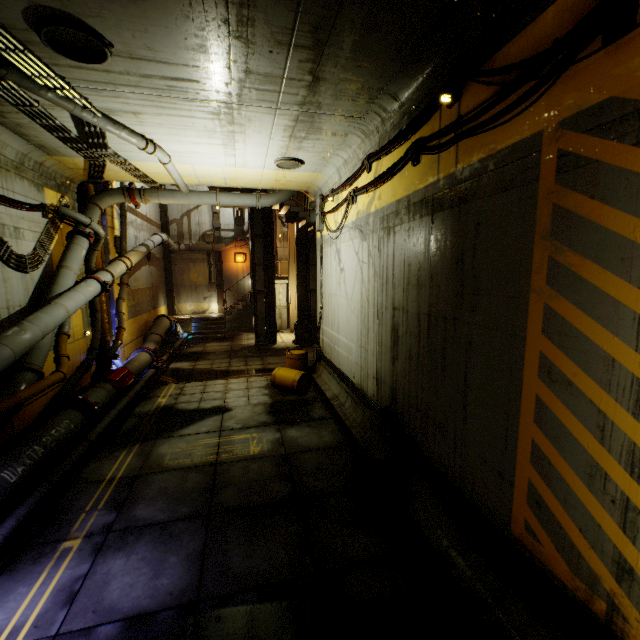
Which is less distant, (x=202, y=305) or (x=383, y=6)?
(x=383, y=6)

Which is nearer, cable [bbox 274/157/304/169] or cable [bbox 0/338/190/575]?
cable [bbox 0/338/190/575]

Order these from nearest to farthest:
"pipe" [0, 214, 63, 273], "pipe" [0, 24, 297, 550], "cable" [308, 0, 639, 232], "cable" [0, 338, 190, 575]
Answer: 1. "cable" [308, 0, 639, 232]
2. "cable" [0, 338, 190, 575]
3. "pipe" [0, 24, 297, 550]
4. "pipe" [0, 214, 63, 273]

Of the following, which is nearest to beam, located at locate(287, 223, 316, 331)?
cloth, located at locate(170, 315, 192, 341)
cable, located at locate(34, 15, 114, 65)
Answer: Result: cloth, located at locate(170, 315, 192, 341)

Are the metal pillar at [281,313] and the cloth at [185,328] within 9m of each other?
yes

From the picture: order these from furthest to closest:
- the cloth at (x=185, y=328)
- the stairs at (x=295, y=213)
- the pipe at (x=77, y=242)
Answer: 1. the cloth at (x=185, y=328)
2. the stairs at (x=295, y=213)
3. the pipe at (x=77, y=242)

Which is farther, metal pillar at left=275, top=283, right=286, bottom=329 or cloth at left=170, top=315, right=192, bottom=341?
metal pillar at left=275, top=283, right=286, bottom=329

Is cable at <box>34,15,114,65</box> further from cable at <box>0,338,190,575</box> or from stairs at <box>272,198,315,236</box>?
stairs at <box>272,198,315,236</box>
